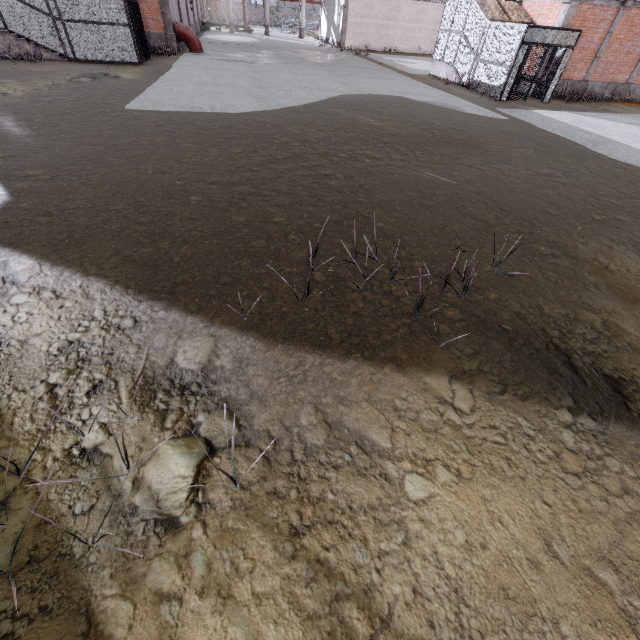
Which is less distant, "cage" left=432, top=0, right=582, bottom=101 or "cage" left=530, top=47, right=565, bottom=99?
"cage" left=432, top=0, right=582, bottom=101

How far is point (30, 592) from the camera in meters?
2.1

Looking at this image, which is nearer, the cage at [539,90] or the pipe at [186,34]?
the cage at [539,90]

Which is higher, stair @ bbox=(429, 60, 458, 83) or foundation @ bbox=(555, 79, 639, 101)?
foundation @ bbox=(555, 79, 639, 101)

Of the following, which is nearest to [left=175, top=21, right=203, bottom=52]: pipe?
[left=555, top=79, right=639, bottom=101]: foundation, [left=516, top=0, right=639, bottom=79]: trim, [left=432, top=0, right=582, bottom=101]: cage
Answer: [left=432, top=0, right=582, bottom=101]: cage

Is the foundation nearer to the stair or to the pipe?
the stair

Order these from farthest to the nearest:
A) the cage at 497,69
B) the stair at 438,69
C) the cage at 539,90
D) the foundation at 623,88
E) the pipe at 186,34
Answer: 1. the pipe at 186,34
2. the stair at 438,69
3. the foundation at 623,88
4. the cage at 539,90
5. the cage at 497,69

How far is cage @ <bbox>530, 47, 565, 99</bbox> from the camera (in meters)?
16.34
